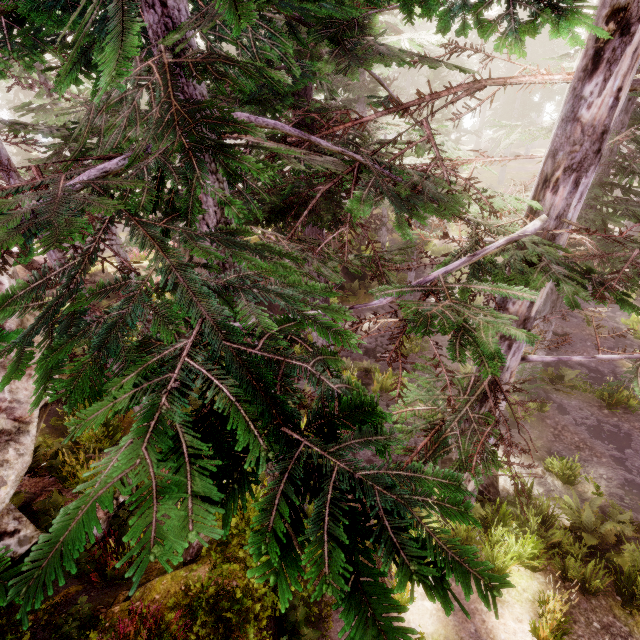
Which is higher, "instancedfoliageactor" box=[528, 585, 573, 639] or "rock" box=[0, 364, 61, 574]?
"rock" box=[0, 364, 61, 574]

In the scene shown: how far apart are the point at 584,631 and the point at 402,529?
9.8 meters

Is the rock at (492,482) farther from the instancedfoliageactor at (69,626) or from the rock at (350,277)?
the rock at (350,277)

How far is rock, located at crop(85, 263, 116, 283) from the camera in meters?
15.7

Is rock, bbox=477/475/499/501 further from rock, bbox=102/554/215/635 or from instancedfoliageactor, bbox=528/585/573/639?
rock, bbox=102/554/215/635

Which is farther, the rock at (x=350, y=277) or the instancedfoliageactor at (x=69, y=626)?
the rock at (x=350, y=277)

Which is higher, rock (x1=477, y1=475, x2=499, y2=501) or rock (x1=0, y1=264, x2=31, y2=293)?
rock (x1=0, y1=264, x2=31, y2=293)
